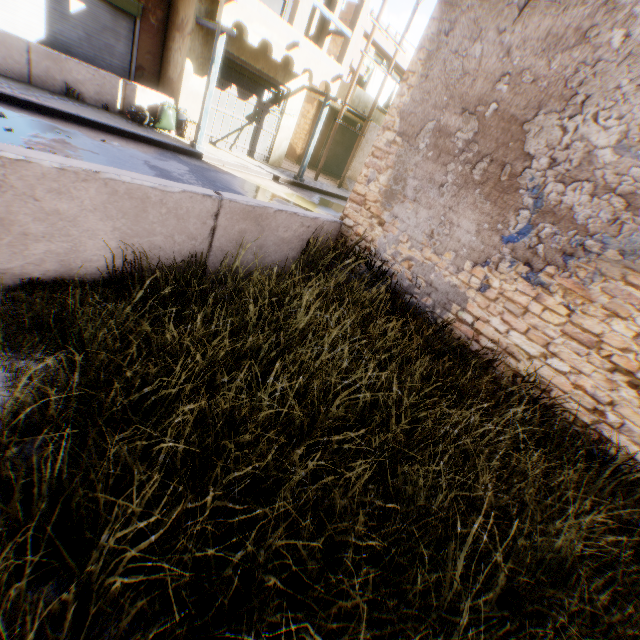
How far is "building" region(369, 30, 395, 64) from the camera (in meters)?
15.90

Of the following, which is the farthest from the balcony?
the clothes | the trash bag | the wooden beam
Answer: the trash bag

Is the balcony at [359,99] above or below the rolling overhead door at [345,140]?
above

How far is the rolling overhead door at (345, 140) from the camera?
19.6m

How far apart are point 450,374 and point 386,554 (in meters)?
2.46

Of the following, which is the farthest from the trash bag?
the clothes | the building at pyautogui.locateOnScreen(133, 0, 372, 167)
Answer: the clothes

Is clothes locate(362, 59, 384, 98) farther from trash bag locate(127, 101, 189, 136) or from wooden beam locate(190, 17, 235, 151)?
trash bag locate(127, 101, 189, 136)

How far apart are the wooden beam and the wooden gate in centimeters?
60cm
